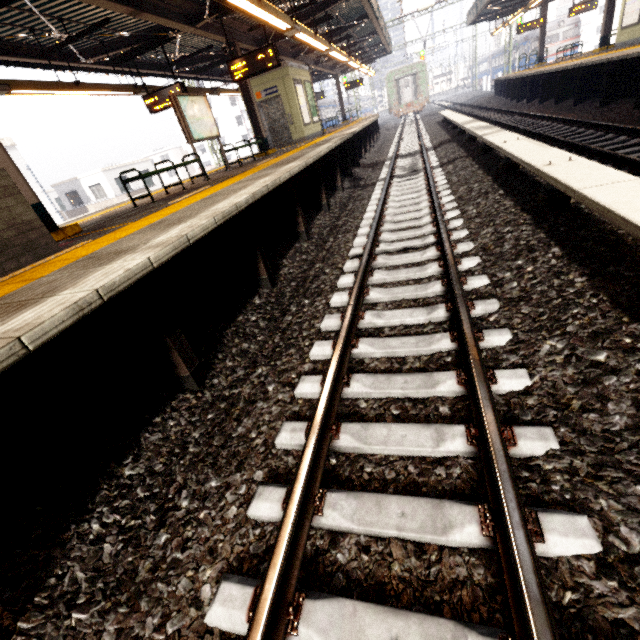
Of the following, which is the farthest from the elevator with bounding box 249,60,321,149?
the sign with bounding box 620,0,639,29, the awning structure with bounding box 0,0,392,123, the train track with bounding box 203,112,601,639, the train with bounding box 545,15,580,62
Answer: the train with bounding box 545,15,580,62

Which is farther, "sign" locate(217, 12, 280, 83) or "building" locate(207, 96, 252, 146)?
"building" locate(207, 96, 252, 146)

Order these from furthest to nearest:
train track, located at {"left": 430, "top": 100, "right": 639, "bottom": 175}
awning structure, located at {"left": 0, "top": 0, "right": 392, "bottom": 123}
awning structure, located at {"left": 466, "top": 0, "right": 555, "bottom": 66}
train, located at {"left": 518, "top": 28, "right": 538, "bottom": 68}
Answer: train, located at {"left": 518, "top": 28, "right": 538, "bottom": 68}
awning structure, located at {"left": 466, "top": 0, "right": 555, "bottom": 66}
awning structure, located at {"left": 0, "top": 0, "right": 392, "bottom": 123}
train track, located at {"left": 430, "top": 100, "right": 639, "bottom": 175}

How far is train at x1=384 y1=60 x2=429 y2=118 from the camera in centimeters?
3167cm

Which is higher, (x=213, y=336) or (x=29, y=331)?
(x=29, y=331)

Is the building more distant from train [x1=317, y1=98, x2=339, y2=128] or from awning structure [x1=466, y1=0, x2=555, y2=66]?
awning structure [x1=466, y1=0, x2=555, y2=66]

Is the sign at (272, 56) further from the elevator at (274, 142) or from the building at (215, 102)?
the building at (215, 102)

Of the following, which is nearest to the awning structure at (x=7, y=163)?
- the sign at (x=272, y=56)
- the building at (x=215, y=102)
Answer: the sign at (x=272, y=56)
